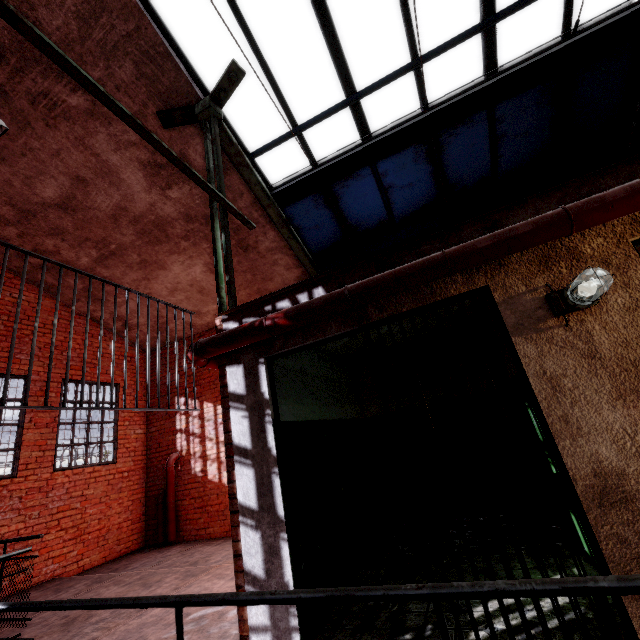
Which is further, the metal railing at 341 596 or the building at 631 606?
the building at 631 606

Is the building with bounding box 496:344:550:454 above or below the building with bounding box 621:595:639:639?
above

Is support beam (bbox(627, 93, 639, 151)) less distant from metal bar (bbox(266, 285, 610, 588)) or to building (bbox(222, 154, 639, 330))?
building (bbox(222, 154, 639, 330))

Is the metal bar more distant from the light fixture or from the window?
the window

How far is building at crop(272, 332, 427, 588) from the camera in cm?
336

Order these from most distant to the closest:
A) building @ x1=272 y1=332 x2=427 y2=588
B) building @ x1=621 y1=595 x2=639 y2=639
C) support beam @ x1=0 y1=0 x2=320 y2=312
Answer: building @ x1=272 y1=332 x2=427 y2=588 → support beam @ x1=0 y1=0 x2=320 y2=312 → building @ x1=621 y1=595 x2=639 y2=639

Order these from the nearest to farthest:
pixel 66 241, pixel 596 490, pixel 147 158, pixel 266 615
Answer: pixel 596 490 → pixel 266 615 → pixel 147 158 → pixel 66 241

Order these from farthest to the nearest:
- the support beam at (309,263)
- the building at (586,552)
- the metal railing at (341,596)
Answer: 1. the building at (586,552)
2. the support beam at (309,263)
3. the metal railing at (341,596)
